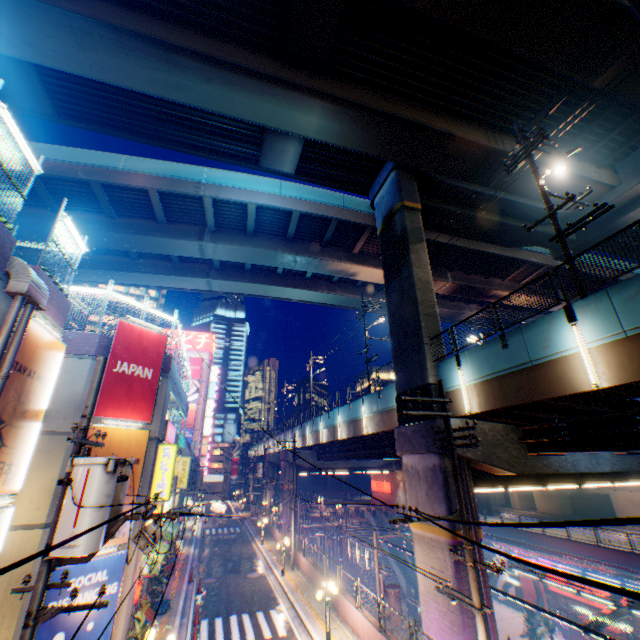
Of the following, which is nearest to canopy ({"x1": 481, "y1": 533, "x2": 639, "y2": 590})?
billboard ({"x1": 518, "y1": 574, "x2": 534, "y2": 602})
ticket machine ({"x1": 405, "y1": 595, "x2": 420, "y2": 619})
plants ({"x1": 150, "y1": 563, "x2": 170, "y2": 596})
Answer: billboard ({"x1": 518, "y1": 574, "x2": 534, "y2": 602})

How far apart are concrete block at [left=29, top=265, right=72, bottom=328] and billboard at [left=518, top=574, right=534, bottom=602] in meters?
41.7 m

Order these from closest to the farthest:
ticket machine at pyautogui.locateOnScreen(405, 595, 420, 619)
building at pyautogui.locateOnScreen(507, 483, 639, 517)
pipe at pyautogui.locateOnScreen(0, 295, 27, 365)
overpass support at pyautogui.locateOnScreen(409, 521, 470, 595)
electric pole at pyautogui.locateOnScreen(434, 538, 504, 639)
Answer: pipe at pyautogui.locateOnScreen(0, 295, 27, 365)
electric pole at pyautogui.locateOnScreen(434, 538, 504, 639)
overpass support at pyautogui.locateOnScreen(409, 521, 470, 595)
ticket machine at pyautogui.locateOnScreen(405, 595, 420, 619)
building at pyautogui.locateOnScreen(507, 483, 639, 517)

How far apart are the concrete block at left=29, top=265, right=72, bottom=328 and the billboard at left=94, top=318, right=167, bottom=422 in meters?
3.2 m

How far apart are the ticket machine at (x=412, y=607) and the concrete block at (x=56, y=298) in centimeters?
3733cm

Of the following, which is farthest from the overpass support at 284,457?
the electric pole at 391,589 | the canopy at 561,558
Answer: the canopy at 561,558

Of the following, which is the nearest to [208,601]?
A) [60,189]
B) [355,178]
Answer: [60,189]

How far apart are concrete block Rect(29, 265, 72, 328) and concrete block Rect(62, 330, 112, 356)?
2.93m
